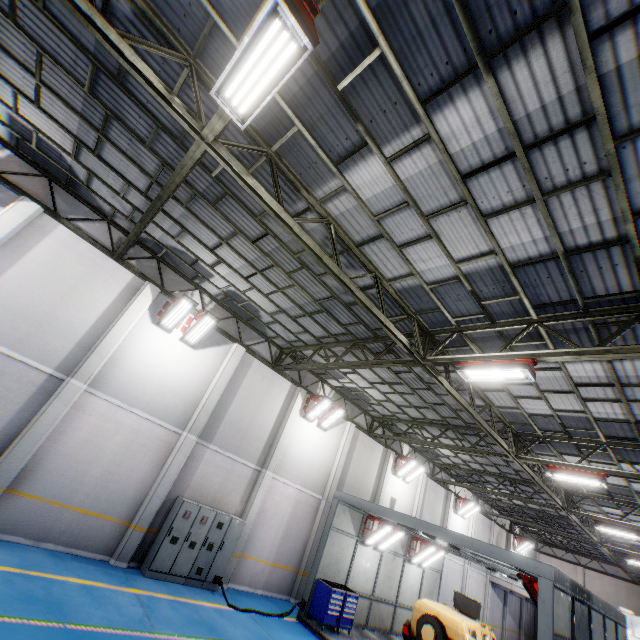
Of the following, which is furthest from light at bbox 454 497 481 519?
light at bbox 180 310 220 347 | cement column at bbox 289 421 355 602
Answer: light at bbox 180 310 220 347

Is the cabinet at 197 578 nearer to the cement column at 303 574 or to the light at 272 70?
the cement column at 303 574

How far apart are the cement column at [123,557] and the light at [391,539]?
8.6m

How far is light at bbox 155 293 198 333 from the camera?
11.41m

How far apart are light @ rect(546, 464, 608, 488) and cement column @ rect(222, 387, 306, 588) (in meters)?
10.01

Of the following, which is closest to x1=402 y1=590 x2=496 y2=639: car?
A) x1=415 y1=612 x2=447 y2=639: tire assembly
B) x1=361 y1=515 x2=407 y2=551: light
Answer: x1=415 y1=612 x2=447 y2=639: tire assembly

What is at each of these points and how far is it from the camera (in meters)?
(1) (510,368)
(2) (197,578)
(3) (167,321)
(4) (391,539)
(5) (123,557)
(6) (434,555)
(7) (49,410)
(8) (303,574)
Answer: (1) light, 7.21
(2) cabinet, 10.84
(3) light, 11.62
(4) light, 14.62
(5) cement column, 9.90
(6) light, 16.47
(7) cement column, 9.22
(8) cement column, 14.09

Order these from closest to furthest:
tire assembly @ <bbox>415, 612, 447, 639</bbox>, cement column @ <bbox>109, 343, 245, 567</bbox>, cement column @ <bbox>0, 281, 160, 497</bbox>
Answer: cement column @ <bbox>0, 281, 160, 497</bbox>, cement column @ <bbox>109, 343, 245, 567</bbox>, tire assembly @ <bbox>415, 612, 447, 639</bbox>
